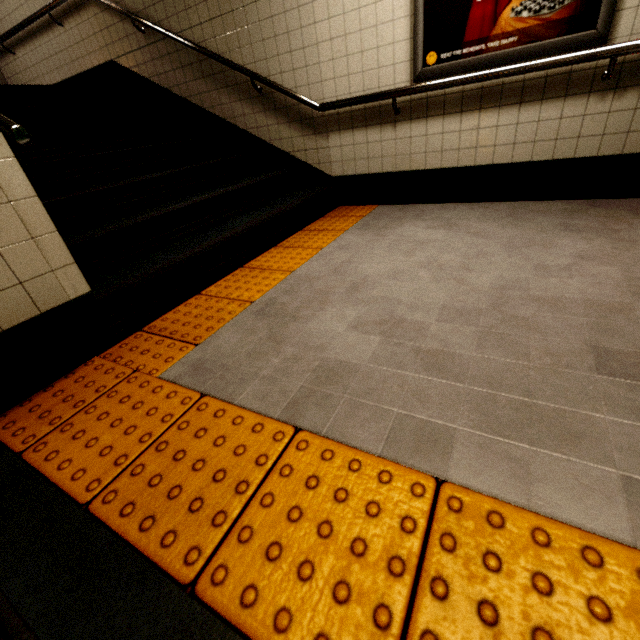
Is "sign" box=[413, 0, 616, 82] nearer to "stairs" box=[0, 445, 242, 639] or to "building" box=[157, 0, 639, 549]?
"building" box=[157, 0, 639, 549]

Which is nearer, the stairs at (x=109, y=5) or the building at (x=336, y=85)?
the building at (x=336, y=85)

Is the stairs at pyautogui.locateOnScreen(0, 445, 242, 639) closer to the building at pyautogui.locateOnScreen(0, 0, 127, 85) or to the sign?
the building at pyautogui.locateOnScreen(0, 0, 127, 85)

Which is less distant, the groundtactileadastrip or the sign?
the groundtactileadastrip

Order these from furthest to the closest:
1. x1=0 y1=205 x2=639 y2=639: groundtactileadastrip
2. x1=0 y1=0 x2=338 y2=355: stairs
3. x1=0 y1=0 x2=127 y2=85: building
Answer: x1=0 y1=0 x2=127 y2=85: building, x1=0 y1=0 x2=338 y2=355: stairs, x1=0 y1=205 x2=639 y2=639: groundtactileadastrip

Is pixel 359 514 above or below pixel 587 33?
below

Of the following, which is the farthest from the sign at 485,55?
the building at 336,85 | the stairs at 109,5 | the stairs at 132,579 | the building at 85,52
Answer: the building at 85,52

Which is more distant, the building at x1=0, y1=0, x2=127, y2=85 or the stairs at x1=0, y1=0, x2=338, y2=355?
the building at x1=0, y1=0, x2=127, y2=85
